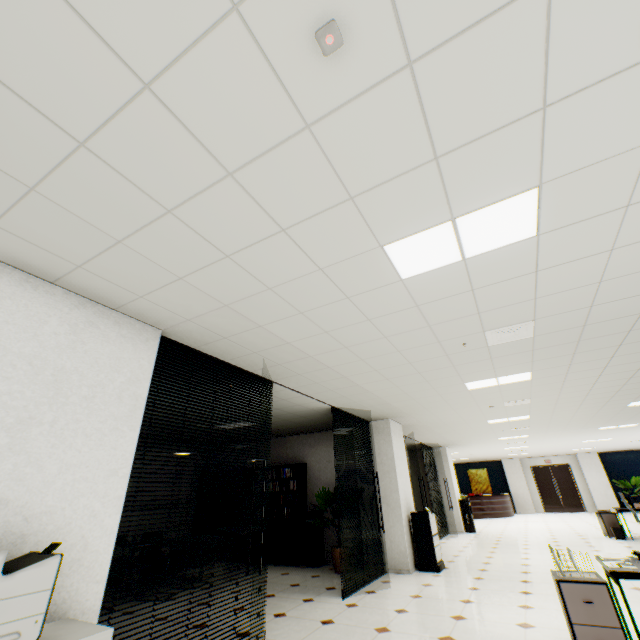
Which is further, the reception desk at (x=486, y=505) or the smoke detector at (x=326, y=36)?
the reception desk at (x=486, y=505)

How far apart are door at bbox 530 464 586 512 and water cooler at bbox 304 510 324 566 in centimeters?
1826cm

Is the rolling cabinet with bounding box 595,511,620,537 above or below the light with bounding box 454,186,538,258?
below

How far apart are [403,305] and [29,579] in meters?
3.1 m

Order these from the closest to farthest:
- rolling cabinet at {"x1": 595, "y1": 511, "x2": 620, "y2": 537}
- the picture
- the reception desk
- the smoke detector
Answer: the smoke detector < rolling cabinet at {"x1": 595, "y1": 511, "x2": 620, "y2": 537} < the reception desk < the picture

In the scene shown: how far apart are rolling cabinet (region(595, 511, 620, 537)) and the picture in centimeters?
1190cm

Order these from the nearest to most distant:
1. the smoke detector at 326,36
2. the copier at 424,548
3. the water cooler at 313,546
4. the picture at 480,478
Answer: the smoke detector at 326,36 → the copier at 424,548 → the water cooler at 313,546 → the picture at 480,478

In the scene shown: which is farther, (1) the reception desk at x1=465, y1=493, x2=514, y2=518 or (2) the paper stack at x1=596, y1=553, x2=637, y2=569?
(1) the reception desk at x1=465, y1=493, x2=514, y2=518
